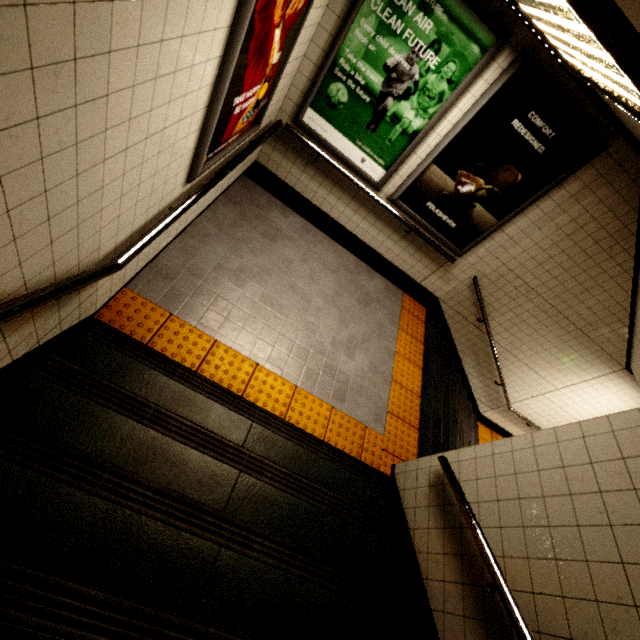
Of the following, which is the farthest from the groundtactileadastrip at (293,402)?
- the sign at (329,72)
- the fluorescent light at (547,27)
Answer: the fluorescent light at (547,27)

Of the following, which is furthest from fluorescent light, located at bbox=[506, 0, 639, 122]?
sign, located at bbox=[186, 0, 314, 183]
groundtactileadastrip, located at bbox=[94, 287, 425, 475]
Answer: groundtactileadastrip, located at bbox=[94, 287, 425, 475]

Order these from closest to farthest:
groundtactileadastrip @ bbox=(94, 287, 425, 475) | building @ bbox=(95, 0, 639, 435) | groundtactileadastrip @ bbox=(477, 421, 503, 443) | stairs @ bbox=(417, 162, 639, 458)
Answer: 1. building @ bbox=(95, 0, 639, 435)
2. groundtactileadastrip @ bbox=(94, 287, 425, 475)
3. stairs @ bbox=(417, 162, 639, 458)
4. groundtactileadastrip @ bbox=(477, 421, 503, 443)

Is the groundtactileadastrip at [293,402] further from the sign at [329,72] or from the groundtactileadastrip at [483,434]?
the groundtactileadastrip at [483,434]

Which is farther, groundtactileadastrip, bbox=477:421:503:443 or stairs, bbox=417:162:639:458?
groundtactileadastrip, bbox=477:421:503:443

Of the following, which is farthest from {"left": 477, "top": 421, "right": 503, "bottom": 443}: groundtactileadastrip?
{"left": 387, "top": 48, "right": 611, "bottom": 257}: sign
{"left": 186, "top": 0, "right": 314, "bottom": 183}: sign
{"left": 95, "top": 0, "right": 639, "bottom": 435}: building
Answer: {"left": 186, "top": 0, "right": 314, "bottom": 183}: sign

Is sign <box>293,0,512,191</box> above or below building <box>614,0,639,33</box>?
below

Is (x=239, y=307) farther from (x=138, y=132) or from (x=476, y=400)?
(x=476, y=400)
